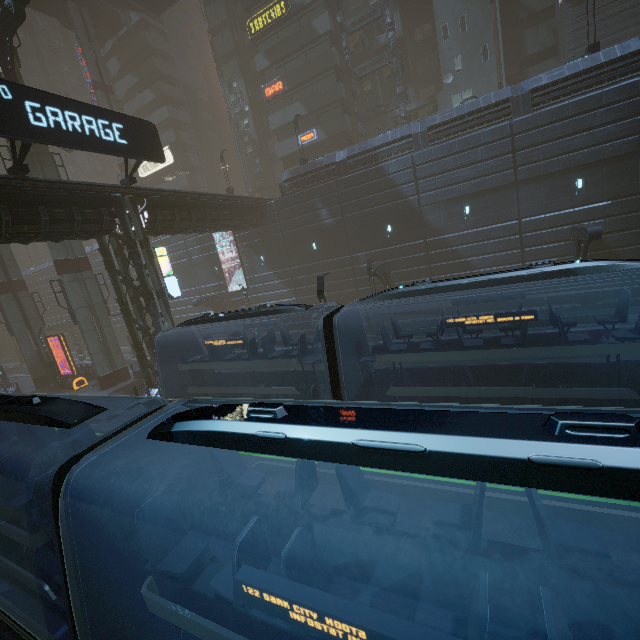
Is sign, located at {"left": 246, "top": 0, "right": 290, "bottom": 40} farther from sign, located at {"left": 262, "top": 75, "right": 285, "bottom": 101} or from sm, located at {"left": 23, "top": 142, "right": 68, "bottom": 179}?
sm, located at {"left": 23, "top": 142, "right": 68, "bottom": 179}

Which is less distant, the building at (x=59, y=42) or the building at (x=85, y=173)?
the building at (x=59, y=42)

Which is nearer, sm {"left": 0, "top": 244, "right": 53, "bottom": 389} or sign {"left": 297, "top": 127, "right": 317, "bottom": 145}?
sm {"left": 0, "top": 244, "right": 53, "bottom": 389}

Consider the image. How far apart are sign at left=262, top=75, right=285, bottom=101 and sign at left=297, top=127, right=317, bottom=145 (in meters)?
4.39

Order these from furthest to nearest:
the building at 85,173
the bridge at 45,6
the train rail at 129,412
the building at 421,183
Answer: the building at 85,173
the bridge at 45,6
the train rail at 129,412
the building at 421,183

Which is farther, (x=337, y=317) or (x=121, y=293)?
(x=121, y=293)

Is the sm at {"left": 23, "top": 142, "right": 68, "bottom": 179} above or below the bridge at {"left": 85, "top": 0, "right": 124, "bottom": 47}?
below

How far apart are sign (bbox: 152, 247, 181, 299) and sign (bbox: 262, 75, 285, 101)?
25.5 meters
